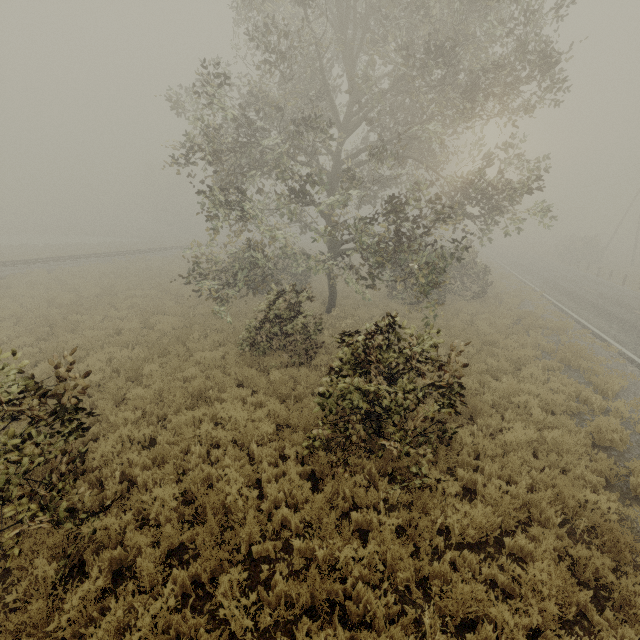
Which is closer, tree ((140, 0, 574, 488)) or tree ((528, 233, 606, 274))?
tree ((140, 0, 574, 488))

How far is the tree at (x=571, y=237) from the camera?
39.69m

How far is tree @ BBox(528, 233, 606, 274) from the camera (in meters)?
39.69

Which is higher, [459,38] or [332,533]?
[459,38]

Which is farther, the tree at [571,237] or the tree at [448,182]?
the tree at [571,237]
